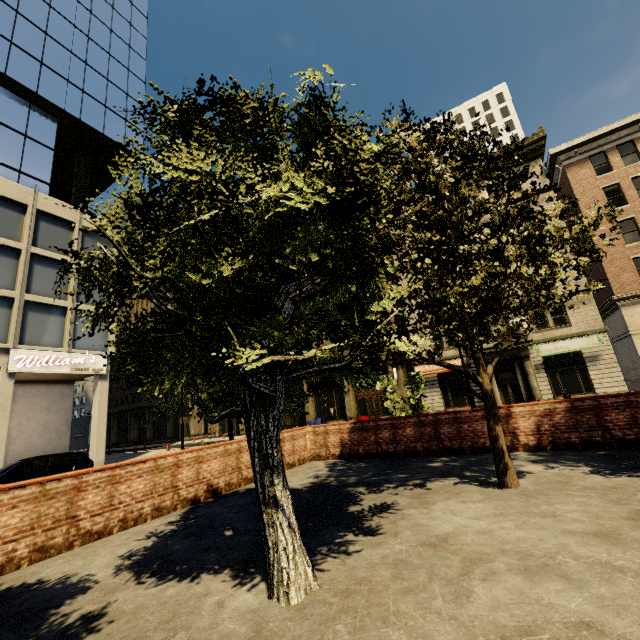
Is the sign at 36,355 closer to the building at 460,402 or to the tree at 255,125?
the building at 460,402

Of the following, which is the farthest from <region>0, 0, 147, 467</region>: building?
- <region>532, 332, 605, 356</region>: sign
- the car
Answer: the car

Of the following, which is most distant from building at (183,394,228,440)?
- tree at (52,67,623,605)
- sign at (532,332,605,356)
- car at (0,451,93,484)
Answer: tree at (52,67,623,605)

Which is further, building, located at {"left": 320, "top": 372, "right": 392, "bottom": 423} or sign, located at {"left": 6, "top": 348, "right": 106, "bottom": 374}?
building, located at {"left": 320, "top": 372, "right": 392, "bottom": 423}

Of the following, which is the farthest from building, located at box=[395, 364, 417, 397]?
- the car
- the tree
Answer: the tree

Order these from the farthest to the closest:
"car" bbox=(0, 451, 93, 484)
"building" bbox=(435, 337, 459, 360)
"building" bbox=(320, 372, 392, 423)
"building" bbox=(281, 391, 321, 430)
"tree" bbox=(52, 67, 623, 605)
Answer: "building" bbox=(281, 391, 321, 430) < "building" bbox=(320, 372, 392, 423) < "building" bbox=(435, 337, 459, 360) < "car" bbox=(0, 451, 93, 484) < "tree" bbox=(52, 67, 623, 605)

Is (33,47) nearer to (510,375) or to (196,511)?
(196,511)
